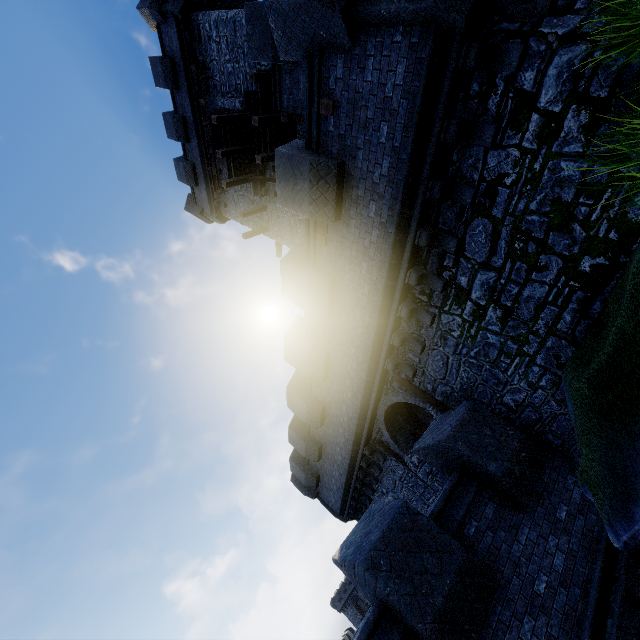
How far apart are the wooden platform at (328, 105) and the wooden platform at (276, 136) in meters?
8.9

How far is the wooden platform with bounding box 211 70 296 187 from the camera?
12.0 meters

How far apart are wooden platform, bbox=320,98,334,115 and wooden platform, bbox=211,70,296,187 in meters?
8.9

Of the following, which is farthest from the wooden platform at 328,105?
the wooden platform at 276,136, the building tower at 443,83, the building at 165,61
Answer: the wooden platform at 276,136

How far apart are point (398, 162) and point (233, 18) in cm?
1322

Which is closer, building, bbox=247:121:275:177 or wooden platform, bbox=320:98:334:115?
wooden platform, bbox=320:98:334:115

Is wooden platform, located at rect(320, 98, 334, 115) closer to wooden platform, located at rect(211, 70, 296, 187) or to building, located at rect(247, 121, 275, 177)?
building, located at rect(247, 121, 275, 177)

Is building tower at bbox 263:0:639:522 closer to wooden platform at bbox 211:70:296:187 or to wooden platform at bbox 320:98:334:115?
wooden platform at bbox 320:98:334:115
